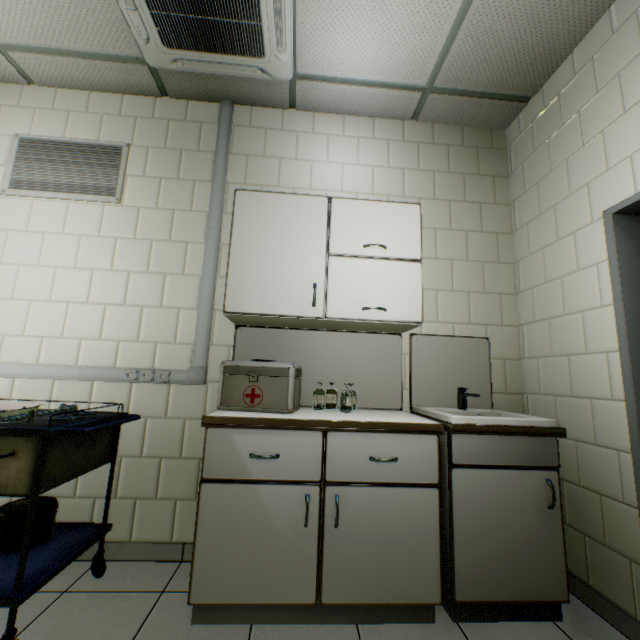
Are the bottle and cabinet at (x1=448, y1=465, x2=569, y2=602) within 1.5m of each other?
yes

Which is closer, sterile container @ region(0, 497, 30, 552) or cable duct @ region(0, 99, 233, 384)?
sterile container @ region(0, 497, 30, 552)

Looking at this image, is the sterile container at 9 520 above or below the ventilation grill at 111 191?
below

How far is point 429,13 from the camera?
1.9 meters

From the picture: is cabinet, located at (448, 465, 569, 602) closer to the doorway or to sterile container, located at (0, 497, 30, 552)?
the doorway

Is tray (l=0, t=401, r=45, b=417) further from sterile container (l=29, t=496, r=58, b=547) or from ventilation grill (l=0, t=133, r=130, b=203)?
ventilation grill (l=0, t=133, r=130, b=203)

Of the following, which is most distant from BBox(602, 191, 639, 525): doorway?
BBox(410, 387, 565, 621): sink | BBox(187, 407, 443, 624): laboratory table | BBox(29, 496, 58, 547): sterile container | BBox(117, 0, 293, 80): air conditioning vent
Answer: BBox(29, 496, 58, 547): sterile container

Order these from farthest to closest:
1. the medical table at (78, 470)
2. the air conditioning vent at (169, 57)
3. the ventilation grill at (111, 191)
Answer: the ventilation grill at (111, 191), the air conditioning vent at (169, 57), the medical table at (78, 470)
